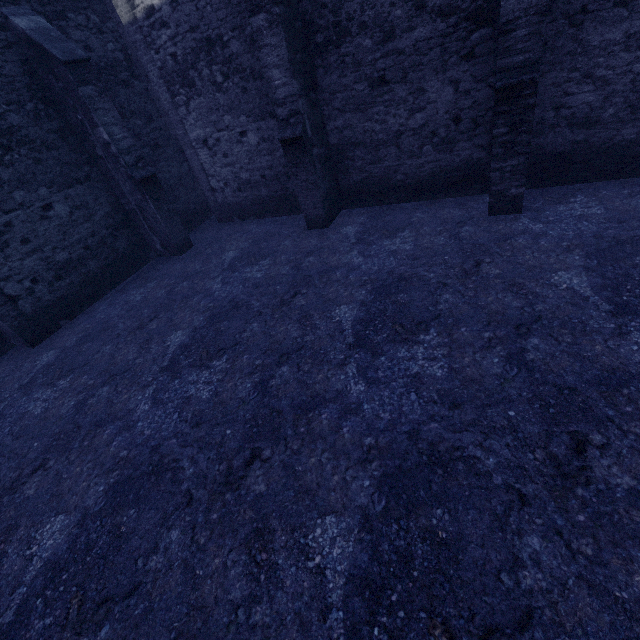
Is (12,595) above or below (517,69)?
below
